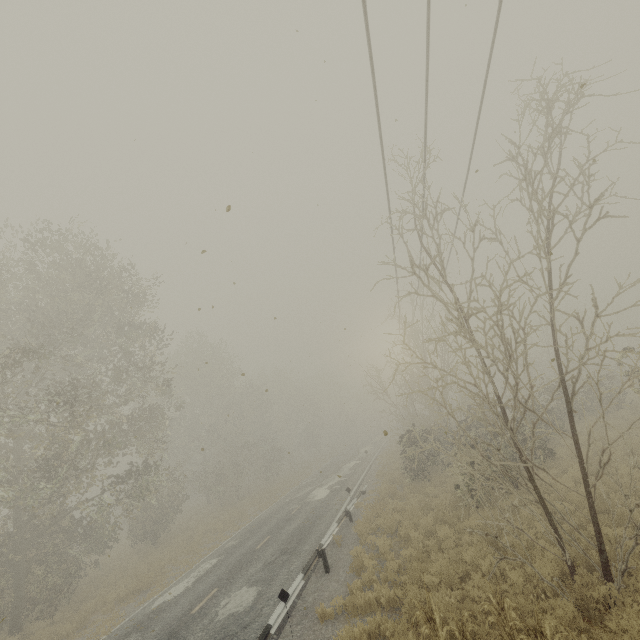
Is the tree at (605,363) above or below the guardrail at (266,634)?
above

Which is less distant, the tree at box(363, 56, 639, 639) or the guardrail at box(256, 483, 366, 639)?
the tree at box(363, 56, 639, 639)

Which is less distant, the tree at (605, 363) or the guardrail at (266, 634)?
the tree at (605, 363)

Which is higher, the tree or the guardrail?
the tree

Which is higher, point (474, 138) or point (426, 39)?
point (426, 39)
